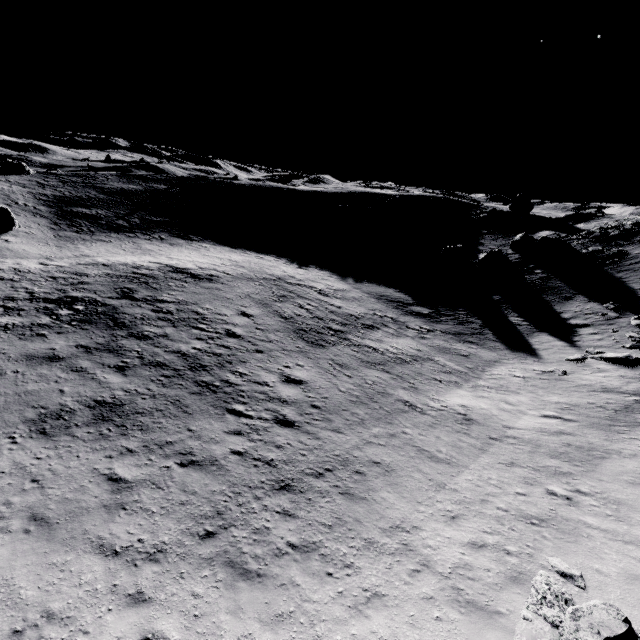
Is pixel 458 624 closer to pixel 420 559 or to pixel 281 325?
pixel 420 559

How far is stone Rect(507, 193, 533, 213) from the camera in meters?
51.7

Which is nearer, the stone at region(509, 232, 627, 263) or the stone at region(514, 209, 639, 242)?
the stone at region(509, 232, 627, 263)

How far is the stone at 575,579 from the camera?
8.53m

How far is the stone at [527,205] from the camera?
51.7 meters

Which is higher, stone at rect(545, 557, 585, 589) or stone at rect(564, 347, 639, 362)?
stone at rect(564, 347, 639, 362)

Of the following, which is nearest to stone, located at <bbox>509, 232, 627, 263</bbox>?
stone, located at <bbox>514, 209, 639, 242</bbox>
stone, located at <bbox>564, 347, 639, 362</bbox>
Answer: stone, located at <bbox>514, 209, 639, 242</bbox>

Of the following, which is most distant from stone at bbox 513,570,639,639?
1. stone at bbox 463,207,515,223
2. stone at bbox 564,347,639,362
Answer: stone at bbox 463,207,515,223
